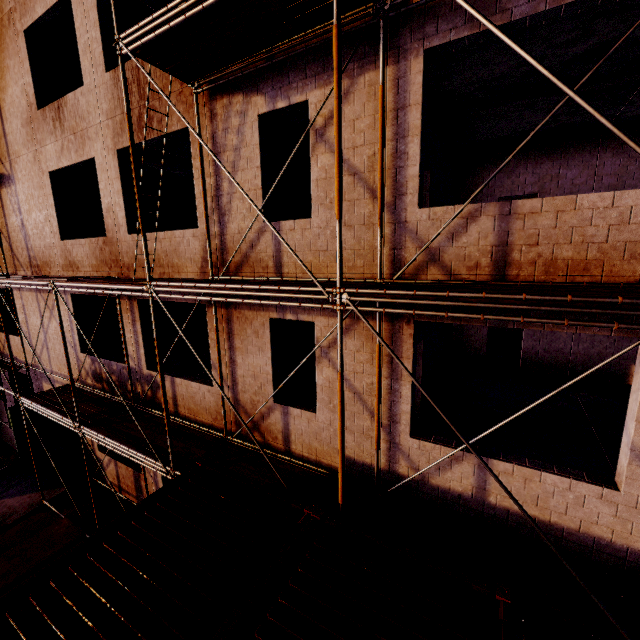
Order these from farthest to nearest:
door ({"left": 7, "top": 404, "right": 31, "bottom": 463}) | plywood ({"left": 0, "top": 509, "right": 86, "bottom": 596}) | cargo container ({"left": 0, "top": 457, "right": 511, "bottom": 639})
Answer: door ({"left": 7, "top": 404, "right": 31, "bottom": 463}) → plywood ({"left": 0, "top": 509, "right": 86, "bottom": 596}) → cargo container ({"left": 0, "top": 457, "right": 511, "bottom": 639})

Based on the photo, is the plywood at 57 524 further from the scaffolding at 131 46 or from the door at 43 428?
the door at 43 428

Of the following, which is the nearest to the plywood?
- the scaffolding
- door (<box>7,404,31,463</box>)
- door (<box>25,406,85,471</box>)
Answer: the scaffolding

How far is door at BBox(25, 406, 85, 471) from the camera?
12.5 meters

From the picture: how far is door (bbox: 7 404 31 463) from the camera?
13.1 meters

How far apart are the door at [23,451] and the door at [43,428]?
1.77m

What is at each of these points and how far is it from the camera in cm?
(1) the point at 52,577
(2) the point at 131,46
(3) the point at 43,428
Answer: (1) cargo container, 378
(2) scaffolding, 511
(3) door, 1244

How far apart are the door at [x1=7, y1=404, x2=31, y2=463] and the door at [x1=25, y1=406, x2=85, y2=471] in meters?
1.8 m
